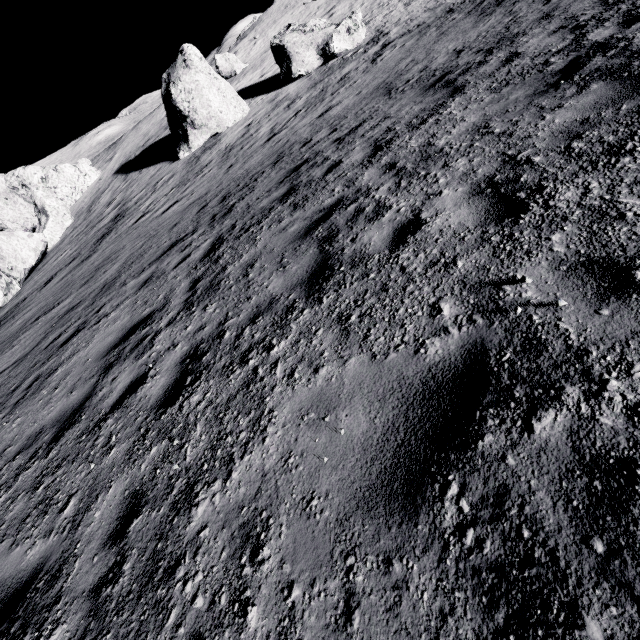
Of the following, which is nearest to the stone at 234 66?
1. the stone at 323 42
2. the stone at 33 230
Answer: the stone at 323 42

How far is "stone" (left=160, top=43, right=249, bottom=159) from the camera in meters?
19.7 m

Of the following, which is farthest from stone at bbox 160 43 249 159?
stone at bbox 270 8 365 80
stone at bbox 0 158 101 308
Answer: stone at bbox 0 158 101 308

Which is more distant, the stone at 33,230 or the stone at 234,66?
the stone at 33,230

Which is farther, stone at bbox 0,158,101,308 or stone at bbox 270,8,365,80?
stone at bbox 0,158,101,308

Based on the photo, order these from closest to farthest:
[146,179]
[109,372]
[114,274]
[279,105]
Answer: [109,372], [114,274], [279,105], [146,179]

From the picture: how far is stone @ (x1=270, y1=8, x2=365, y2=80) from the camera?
19.8m
